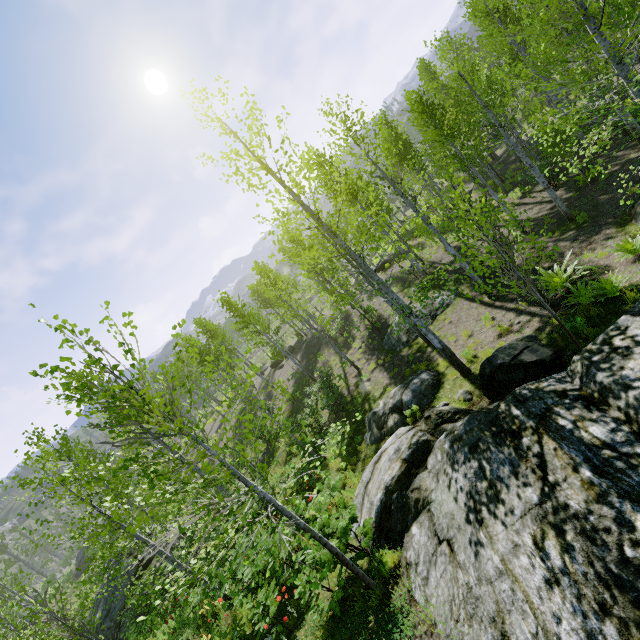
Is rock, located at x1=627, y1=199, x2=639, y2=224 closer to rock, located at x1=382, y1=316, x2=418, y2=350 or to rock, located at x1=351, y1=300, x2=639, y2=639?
rock, located at x1=351, y1=300, x2=639, y2=639

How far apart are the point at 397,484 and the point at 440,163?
14.84m

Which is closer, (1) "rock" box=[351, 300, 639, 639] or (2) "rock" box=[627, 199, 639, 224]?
(1) "rock" box=[351, 300, 639, 639]

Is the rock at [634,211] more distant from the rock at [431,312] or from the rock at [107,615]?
the rock at [107,615]

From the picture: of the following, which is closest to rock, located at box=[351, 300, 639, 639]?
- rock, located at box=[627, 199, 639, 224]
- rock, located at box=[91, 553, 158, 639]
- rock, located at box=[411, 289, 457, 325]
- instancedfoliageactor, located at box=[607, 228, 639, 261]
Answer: instancedfoliageactor, located at box=[607, 228, 639, 261]

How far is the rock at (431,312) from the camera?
16.0 meters

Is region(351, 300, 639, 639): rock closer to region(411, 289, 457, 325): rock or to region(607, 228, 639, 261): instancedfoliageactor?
region(607, 228, 639, 261): instancedfoliageactor

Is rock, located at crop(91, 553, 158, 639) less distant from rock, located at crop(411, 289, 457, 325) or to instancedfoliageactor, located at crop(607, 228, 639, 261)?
rock, located at crop(411, 289, 457, 325)
